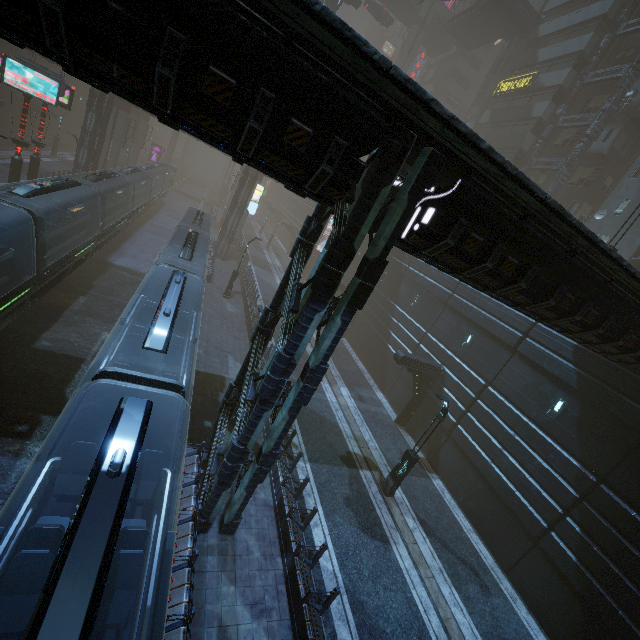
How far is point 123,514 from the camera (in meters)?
4.64

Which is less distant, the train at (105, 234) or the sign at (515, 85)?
the train at (105, 234)

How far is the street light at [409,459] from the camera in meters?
13.6 m

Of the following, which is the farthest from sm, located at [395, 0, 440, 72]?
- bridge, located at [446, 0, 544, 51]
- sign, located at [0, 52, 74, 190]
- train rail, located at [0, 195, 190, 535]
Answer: sign, located at [0, 52, 74, 190]

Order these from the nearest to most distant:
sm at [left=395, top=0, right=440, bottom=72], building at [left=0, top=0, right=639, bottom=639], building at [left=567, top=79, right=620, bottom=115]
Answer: building at [left=0, top=0, right=639, bottom=639], building at [left=567, top=79, right=620, bottom=115], sm at [left=395, top=0, right=440, bottom=72]

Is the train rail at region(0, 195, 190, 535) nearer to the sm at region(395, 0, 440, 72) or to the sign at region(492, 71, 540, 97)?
the sm at region(395, 0, 440, 72)

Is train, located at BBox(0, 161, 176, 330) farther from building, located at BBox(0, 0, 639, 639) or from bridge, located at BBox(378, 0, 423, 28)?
bridge, located at BBox(378, 0, 423, 28)

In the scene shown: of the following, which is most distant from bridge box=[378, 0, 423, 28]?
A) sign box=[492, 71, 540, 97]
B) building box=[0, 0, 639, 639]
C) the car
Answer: sign box=[492, 71, 540, 97]
